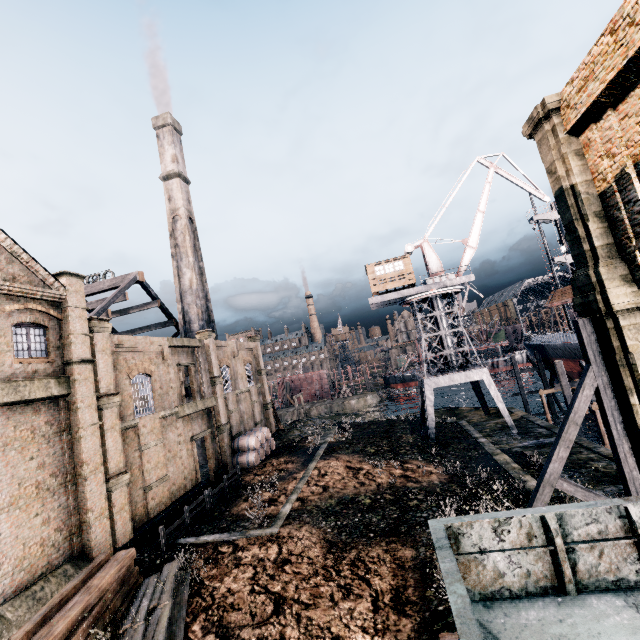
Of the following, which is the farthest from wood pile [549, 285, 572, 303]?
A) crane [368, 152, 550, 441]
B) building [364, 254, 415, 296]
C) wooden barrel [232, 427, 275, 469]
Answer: wooden barrel [232, 427, 275, 469]

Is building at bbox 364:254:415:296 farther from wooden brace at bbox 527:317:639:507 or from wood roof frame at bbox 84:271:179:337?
wood roof frame at bbox 84:271:179:337

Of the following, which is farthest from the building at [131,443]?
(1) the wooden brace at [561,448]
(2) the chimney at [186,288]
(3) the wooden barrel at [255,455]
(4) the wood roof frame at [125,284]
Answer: (1) the wooden brace at [561,448]

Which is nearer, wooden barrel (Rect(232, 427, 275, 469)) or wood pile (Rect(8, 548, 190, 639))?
wood pile (Rect(8, 548, 190, 639))

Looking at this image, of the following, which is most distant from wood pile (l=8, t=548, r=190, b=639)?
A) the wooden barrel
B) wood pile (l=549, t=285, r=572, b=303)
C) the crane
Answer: wood pile (l=549, t=285, r=572, b=303)

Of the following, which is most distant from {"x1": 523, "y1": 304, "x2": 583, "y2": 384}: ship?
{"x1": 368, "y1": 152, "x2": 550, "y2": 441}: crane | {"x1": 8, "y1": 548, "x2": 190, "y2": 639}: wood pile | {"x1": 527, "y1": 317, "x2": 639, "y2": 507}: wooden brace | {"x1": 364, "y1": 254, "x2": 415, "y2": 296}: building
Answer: {"x1": 8, "y1": 548, "x2": 190, "y2": 639}: wood pile

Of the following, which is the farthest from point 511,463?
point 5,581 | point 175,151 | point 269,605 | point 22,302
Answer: point 175,151

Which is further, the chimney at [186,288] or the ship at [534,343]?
the chimney at [186,288]
